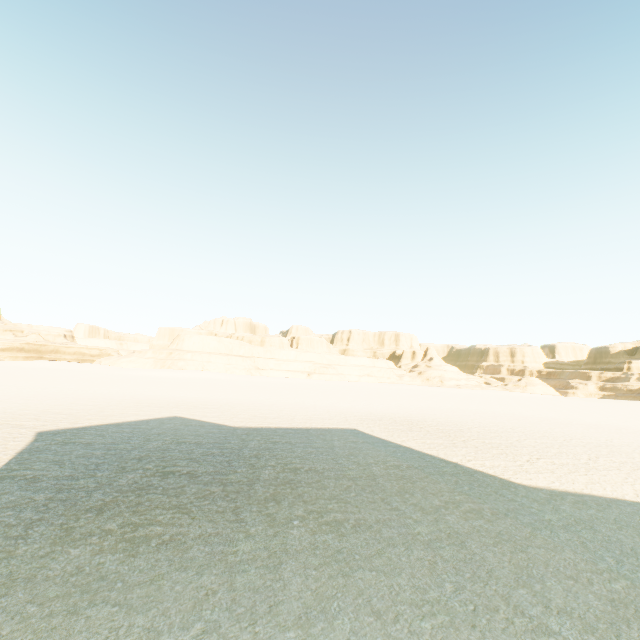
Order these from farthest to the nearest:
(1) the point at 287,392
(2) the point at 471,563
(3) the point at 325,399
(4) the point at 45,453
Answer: (1) the point at 287,392 < (3) the point at 325,399 < (4) the point at 45,453 < (2) the point at 471,563
